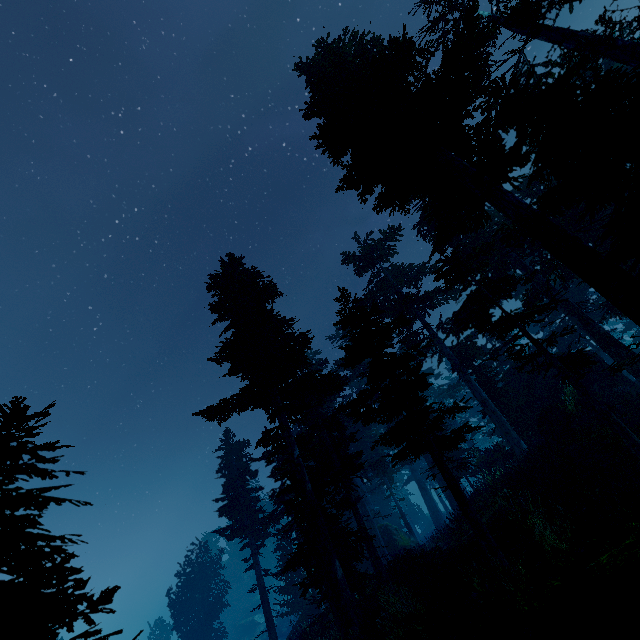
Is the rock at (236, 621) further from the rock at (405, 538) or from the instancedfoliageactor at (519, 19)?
the rock at (405, 538)

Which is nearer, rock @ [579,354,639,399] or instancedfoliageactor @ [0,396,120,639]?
instancedfoliageactor @ [0,396,120,639]

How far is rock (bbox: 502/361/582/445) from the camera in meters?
16.8 m

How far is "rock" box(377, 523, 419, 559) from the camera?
25.67m

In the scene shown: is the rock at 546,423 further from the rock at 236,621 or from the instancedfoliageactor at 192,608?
the rock at 236,621

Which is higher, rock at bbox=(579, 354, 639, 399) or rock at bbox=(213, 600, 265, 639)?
rock at bbox=(579, 354, 639, 399)

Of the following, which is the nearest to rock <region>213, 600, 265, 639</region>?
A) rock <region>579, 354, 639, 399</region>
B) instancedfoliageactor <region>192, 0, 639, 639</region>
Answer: instancedfoliageactor <region>192, 0, 639, 639</region>

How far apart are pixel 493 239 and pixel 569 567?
10.4m
